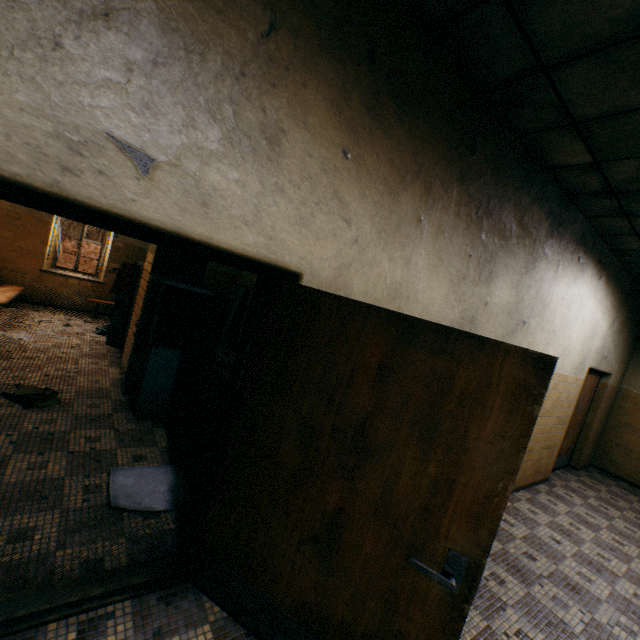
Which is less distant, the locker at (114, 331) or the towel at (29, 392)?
the towel at (29, 392)

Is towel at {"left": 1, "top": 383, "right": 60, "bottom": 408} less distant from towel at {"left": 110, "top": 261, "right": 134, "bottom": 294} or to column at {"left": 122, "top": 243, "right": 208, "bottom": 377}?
column at {"left": 122, "top": 243, "right": 208, "bottom": 377}

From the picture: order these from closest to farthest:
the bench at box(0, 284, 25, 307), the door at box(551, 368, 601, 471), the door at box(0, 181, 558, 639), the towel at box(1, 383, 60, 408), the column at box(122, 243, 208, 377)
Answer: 1. the door at box(0, 181, 558, 639)
2. the towel at box(1, 383, 60, 408)
3. the column at box(122, 243, 208, 377)
4. the bench at box(0, 284, 25, 307)
5. the door at box(551, 368, 601, 471)

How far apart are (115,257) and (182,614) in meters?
8.5

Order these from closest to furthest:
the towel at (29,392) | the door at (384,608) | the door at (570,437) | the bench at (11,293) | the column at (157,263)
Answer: the door at (384,608) → the towel at (29,392) → the column at (157,263) → the bench at (11,293) → the door at (570,437)

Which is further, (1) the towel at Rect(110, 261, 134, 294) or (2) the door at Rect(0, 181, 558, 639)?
(1) the towel at Rect(110, 261, 134, 294)

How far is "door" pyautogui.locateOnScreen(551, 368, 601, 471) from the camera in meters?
6.4 m

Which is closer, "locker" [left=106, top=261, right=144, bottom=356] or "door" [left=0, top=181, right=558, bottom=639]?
"door" [left=0, top=181, right=558, bottom=639]
